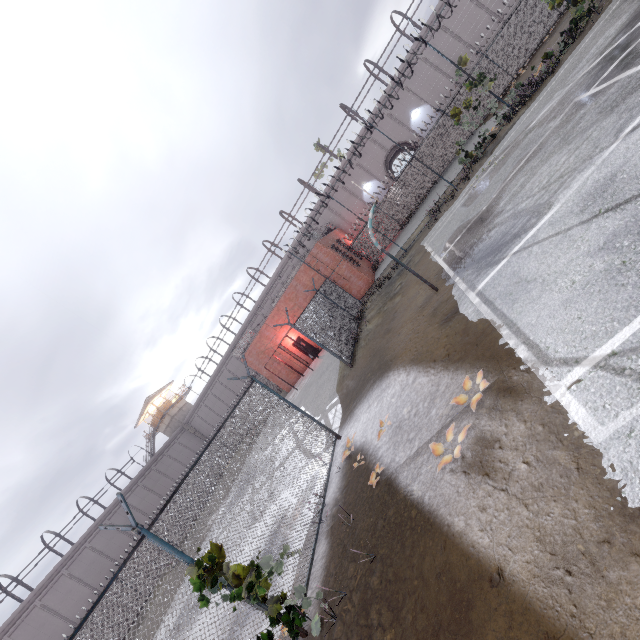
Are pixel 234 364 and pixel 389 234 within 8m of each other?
no

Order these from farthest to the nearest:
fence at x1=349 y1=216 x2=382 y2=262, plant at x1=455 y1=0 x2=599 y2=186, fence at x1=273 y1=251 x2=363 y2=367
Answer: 1. fence at x1=349 y1=216 x2=382 y2=262
2. plant at x1=455 y1=0 x2=599 y2=186
3. fence at x1=273 y1=251 x2=363 y2=367

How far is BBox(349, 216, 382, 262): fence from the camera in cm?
1867

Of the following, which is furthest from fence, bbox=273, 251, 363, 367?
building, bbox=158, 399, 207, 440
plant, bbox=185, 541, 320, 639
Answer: building, bbox=158, 399, 207, 440

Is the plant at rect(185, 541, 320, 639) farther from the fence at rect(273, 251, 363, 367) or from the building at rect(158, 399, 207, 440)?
the building at rect(158, 399, 207, 440)

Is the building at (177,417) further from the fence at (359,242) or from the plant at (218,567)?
the plant at (218,567)

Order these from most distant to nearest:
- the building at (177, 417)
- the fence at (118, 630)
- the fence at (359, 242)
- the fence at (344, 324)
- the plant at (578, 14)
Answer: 1. the building at (177, 417)
2. the fence at (359, 242)
3. the plant at (578, 14)
4. the fence at (344, 324)
5. the fence at (118, 630)
